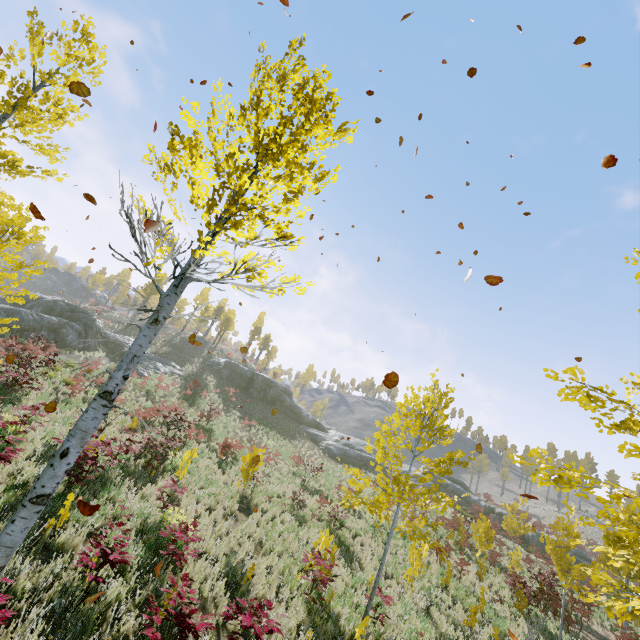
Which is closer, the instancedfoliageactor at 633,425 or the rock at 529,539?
the instancedfoliageactor at 633,425

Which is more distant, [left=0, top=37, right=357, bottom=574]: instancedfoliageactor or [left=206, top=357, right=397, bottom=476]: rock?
[left=206, top=357, right=397, bottom=476]: rock

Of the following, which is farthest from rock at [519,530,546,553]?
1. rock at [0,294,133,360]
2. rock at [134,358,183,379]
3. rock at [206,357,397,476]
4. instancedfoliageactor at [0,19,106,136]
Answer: rock at [0,294,133,360]

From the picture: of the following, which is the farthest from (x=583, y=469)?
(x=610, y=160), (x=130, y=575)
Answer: (x=130, y=575)

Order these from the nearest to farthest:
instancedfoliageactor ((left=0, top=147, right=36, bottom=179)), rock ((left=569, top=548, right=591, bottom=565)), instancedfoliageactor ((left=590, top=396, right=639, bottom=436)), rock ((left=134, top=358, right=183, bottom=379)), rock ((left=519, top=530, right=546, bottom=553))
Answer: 1. instancedfoliageactor ((left=590, top=396, right=639, bottom=436))
2. instancedfoliageactor ((left=0, top=147, right=36, bottom=179))
3. rock ((left=134, top=358, right=183, bottom=379))
4. rock ((left=569, top=548, right=591, bottom=565))
5. rock ((left=519, top=530, right=546, bottom=553))

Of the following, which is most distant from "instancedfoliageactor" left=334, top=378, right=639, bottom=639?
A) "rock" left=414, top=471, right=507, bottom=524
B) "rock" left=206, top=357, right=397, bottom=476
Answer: "rock" left=206, top=357, right=397, bottom=476

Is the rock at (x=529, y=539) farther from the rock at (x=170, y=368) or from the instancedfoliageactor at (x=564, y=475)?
the rock at (x=170, y=368)
